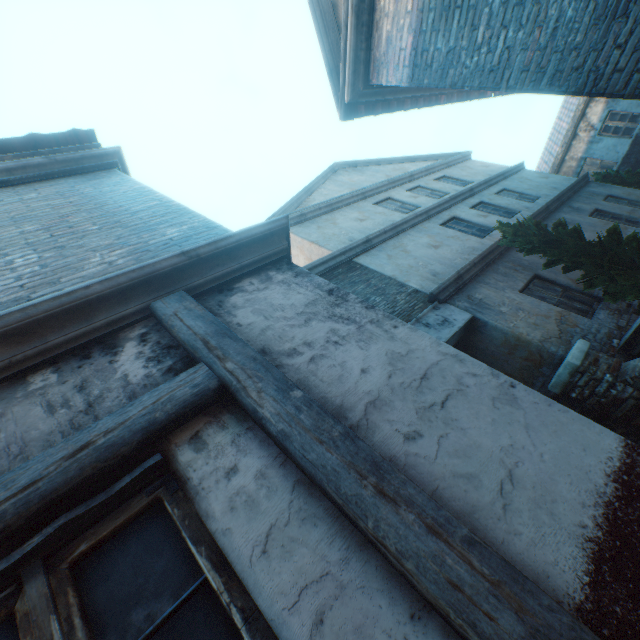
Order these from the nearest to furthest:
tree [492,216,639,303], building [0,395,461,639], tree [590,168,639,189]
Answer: building [0,395,461,639] < tree [492,216,639,303] < tree [590,168,639,189]

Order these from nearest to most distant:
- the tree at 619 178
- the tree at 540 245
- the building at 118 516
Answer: the building at 118 516 → the tree at 540 245 → the tree at 619 178

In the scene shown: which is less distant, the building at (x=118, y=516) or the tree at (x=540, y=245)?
the building at (x=118, y=516)

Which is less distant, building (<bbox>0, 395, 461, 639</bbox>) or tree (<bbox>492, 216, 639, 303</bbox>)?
building (<bbox>0, 395, 461, 639</bbox>)

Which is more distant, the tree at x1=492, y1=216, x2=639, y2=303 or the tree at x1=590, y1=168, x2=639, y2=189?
the tree at x1=590, y1=168, x2=639, y2=189

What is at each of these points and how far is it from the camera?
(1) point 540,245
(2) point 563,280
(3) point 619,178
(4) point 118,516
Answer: (1) tree, 6.4 meters
(2) building, 7.1 meters
(3) tree, 12.9 meters
(4) building, 1.3 meters
